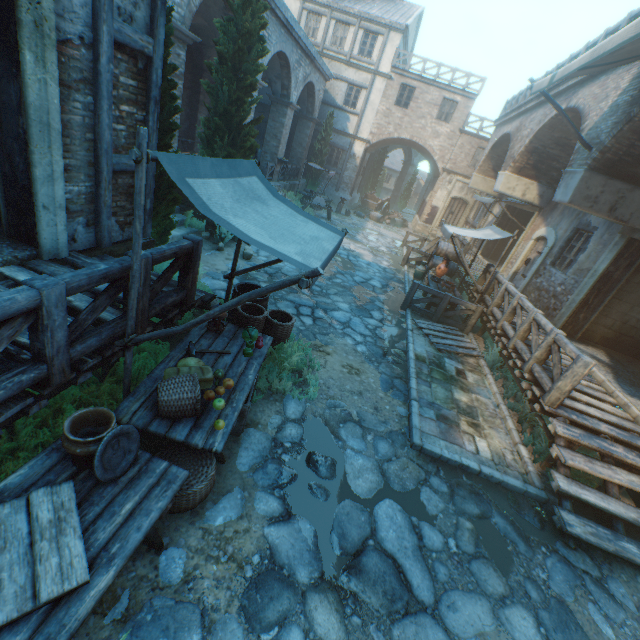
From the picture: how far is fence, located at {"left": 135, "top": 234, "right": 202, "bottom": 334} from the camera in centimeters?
348cm

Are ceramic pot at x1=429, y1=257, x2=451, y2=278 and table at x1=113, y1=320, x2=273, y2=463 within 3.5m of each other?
no

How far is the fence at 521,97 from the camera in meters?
13.7 m

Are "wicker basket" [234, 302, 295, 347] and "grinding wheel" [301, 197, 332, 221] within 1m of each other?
no

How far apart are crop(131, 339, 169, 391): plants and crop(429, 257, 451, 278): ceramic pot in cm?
928

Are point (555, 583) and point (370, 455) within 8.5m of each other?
yes

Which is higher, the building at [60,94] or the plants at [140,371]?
the building at [60,94]

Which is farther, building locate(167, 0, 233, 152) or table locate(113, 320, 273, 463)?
building locate(167, 0, 233, 152)
